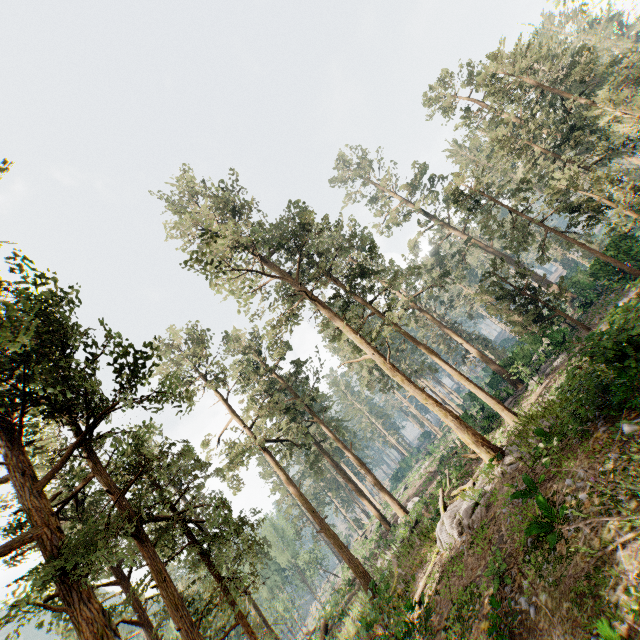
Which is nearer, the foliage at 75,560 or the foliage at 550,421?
the foliage at 75,560

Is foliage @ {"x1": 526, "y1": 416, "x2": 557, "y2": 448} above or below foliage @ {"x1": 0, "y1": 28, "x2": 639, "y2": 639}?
below

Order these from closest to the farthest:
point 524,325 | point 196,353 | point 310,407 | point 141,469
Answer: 1. point 141,469
2. point 524,325
3. point 196,353
4. point 310,407

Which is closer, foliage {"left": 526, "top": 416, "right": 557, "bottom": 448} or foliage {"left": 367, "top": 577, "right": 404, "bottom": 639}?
foliage {"left": 367, "top": 577, "right": 404, "bottom": 639}

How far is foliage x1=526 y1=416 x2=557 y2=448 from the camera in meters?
13.5

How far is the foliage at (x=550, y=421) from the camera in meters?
13.5 m
